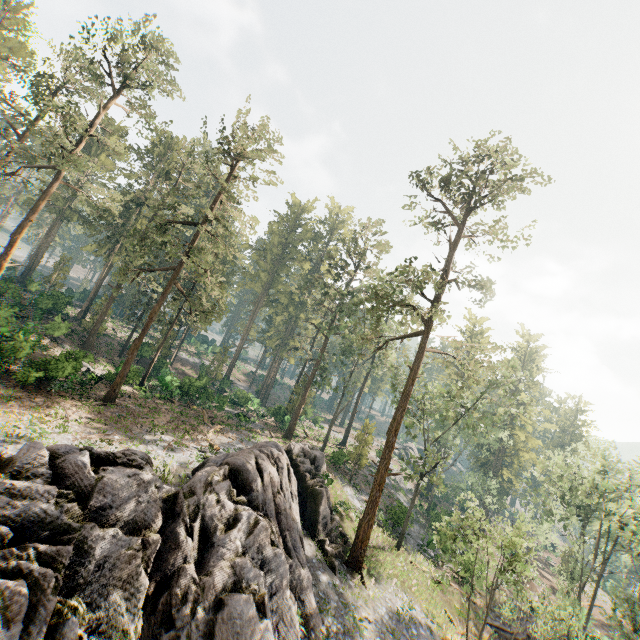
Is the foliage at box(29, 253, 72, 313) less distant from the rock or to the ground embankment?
the rock

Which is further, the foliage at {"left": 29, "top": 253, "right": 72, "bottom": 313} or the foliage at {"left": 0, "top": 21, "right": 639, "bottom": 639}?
the foliage at {"left": 29, "top": 253, "right": 72, "bottom": 313}

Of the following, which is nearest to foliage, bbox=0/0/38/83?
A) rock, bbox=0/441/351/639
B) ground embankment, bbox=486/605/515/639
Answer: rock, bbox=0/441/351/639

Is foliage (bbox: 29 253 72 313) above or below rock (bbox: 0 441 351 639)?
above

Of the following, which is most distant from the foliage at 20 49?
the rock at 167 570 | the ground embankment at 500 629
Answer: the ground embankment at 500 629

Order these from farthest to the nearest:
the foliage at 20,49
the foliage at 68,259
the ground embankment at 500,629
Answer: the foliage at 20,49
the foliage at 68,259
the ground embankment at 500,629

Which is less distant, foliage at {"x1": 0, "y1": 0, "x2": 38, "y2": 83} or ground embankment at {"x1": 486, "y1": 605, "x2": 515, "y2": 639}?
ground embankment at {"x1": 486, "y1": 605, "x2": 515, "y2": 639}

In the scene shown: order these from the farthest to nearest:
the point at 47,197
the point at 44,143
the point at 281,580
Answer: the point at 44,143 → the point at 47,197 → the point at 281,580
